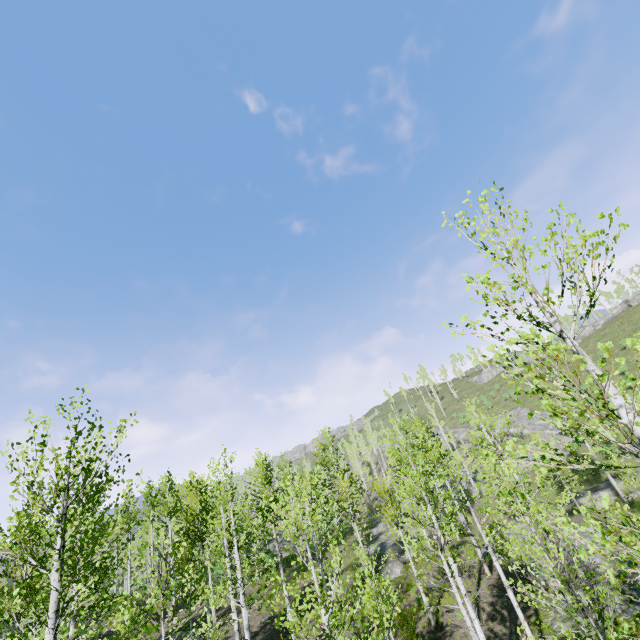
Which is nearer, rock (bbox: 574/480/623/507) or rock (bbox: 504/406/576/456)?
rock (bbox: 574/480/623/507)

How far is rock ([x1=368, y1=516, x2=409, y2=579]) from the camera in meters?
24.6 m

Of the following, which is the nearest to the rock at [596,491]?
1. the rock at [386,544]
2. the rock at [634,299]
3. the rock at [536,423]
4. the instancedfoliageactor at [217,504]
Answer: the instancedfoliageactor at [217,504]

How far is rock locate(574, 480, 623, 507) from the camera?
28.4m

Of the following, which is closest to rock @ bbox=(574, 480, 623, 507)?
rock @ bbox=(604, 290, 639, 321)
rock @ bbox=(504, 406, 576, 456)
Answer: rock @ bbox=(504, 406, 576, 456)

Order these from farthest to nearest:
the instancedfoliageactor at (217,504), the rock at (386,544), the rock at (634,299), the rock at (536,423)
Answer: the rock at (634,299) < the rock at (536,423) < the rock at (386,544) < the instancedfoliageactor at (217,504)

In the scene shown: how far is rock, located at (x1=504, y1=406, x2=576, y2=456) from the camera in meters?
41.0

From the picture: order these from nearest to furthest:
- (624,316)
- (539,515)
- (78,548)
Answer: (78,548) < (539,515) < (624,316)
